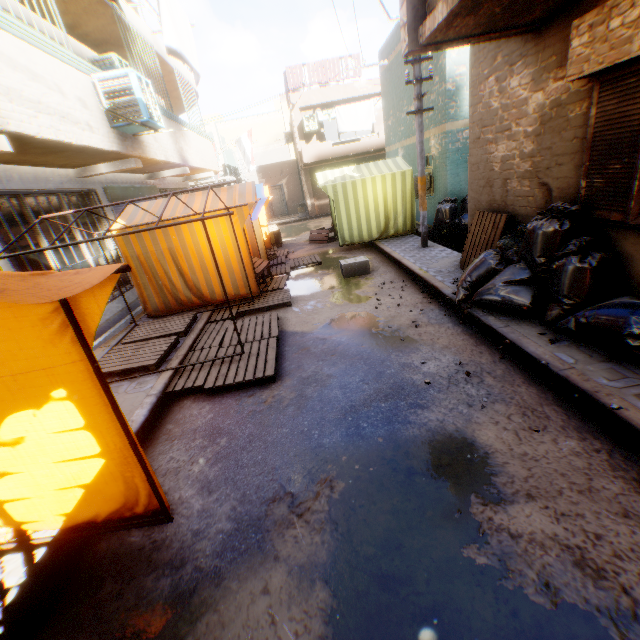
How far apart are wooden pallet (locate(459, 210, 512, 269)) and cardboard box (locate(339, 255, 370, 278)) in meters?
1.8

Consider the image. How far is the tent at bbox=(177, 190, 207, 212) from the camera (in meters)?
7.30

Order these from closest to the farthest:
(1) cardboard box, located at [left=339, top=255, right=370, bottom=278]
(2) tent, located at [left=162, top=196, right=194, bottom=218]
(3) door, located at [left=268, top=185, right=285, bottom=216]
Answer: (2) tent, located at [left=162, top=196, right=194, bottom=218] < (1) cardboard box, located at [left=339, top=255, right=370, bottom=278] < (3) door, located at [left=268, top=185, right=285, bottom=216]

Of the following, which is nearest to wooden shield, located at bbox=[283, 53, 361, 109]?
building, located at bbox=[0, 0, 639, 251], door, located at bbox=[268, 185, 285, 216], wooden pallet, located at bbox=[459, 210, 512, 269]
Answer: building, located at bbox=[0, 0, 639, 251]

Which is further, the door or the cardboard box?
the door

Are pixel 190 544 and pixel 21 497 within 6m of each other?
yes

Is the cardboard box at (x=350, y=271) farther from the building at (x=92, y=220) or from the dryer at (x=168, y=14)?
the dryer at (x=168, y=14)

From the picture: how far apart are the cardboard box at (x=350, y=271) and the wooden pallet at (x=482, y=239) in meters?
1.8 m
